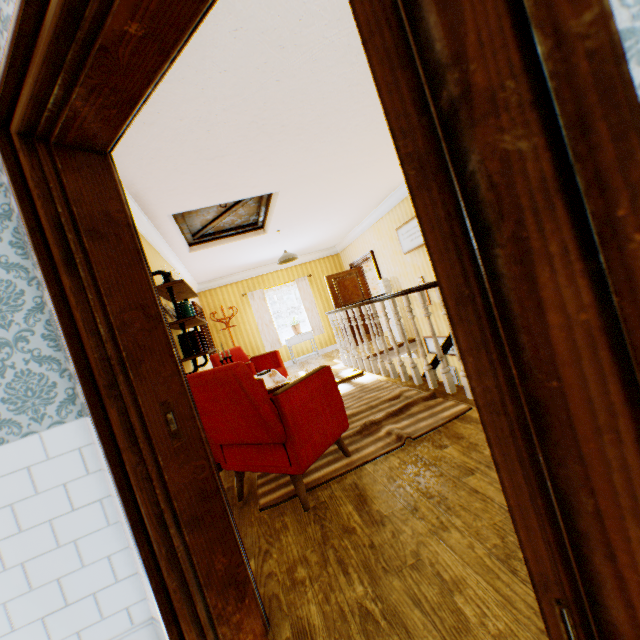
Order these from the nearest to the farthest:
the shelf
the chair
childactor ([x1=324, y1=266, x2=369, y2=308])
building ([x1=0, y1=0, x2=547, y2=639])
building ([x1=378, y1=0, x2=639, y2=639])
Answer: building ([x1=378, y1=0, x2=639, y2=639]), building ([x1=0, y1=0, x2=547, y2=639]), the chair, the shelf, childactor ([x1=324, y1=266, x2=369, y2=308])

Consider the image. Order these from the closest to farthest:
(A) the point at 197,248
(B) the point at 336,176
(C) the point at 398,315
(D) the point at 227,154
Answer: (D) the point at 227,154 < (C) the point at 398,315 < (B) the point at 336,176 < (A) the point at 197,248

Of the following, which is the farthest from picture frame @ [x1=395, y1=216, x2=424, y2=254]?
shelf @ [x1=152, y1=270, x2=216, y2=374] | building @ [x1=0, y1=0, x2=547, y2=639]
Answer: shelf @ [x1=152, y1=270, x2=216, y2=374]

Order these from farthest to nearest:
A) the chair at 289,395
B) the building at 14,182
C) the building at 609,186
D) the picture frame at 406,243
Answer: the picture frame at 406,243
the chair at 289,395
the building at 14,182
the building at 609,186

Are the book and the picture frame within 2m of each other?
no

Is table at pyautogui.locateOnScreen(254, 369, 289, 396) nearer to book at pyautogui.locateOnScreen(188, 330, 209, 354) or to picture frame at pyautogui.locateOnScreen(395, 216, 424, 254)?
book at pyautogui.locateOnScreen(188, 330, 209, 354)

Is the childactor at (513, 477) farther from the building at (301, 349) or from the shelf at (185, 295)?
the shelf at (185, 295)

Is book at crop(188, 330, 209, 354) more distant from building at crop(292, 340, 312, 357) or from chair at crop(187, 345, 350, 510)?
chair at crop(187, 345, 350, 510)
